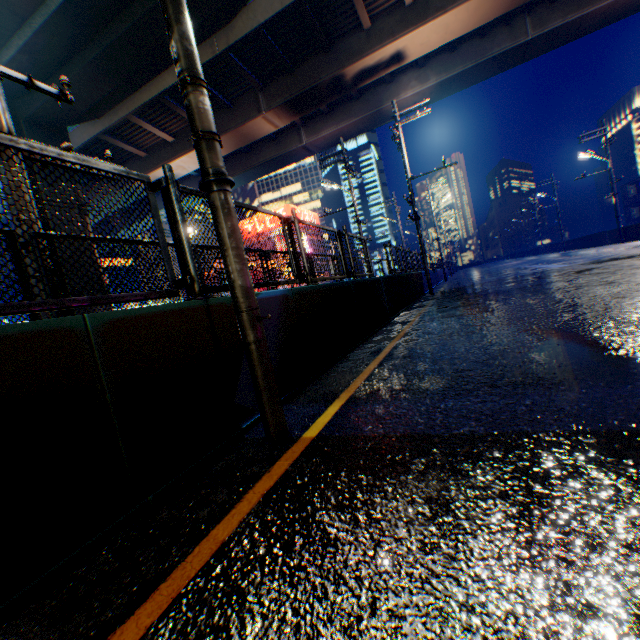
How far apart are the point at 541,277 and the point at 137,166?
26.5m

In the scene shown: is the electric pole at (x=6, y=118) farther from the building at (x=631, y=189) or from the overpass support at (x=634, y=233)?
the building at (x=631, y=189)

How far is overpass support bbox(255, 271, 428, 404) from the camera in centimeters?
409cm

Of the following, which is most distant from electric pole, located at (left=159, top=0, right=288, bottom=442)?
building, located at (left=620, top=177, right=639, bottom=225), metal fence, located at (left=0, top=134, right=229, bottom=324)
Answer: building, located at (left=620, top=177, right=639, bottom=225)

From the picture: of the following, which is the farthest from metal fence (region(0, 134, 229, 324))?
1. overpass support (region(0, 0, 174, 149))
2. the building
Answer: the building

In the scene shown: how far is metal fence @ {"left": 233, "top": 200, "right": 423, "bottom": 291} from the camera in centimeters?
461cm

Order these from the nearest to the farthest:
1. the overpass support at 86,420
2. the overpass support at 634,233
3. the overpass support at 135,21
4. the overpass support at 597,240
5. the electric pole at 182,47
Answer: the overpass support at 86,420
the electric pole at 182,47
the overpass support at 135,21
the overpass support at 634,233
the overpass support at 597,240

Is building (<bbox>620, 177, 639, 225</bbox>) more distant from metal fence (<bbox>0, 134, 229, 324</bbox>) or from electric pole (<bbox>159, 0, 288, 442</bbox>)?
electric pole (<bbox>159, 0, 288, 442</bbox>)
